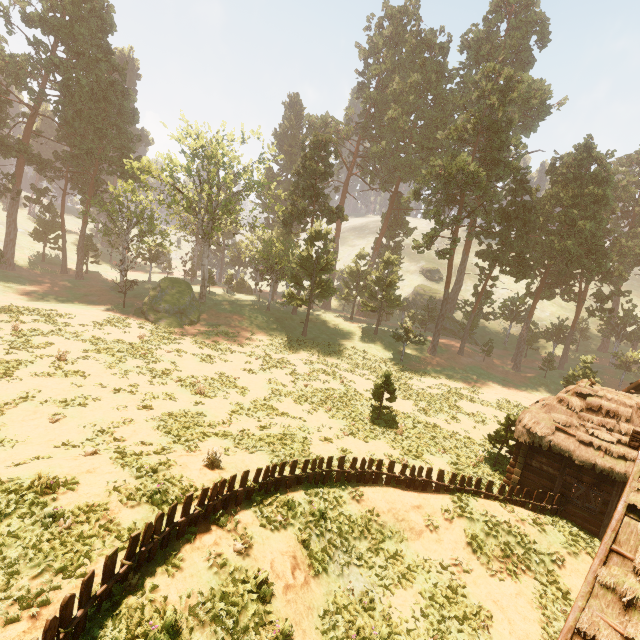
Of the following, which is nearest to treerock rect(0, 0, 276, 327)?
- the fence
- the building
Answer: the building

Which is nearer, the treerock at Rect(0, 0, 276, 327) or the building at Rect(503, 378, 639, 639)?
the building at Rect(503, 378, 639, 639)

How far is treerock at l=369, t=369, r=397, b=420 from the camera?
21.53m

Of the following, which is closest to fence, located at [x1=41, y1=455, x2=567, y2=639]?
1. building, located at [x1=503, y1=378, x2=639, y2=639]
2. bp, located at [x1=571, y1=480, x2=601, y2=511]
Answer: building, located at [x1=503, y1=378, x2=639, y2=639]

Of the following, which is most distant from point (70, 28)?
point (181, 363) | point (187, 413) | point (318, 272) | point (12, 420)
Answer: point (187, 413)

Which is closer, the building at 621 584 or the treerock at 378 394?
the building at 621 584

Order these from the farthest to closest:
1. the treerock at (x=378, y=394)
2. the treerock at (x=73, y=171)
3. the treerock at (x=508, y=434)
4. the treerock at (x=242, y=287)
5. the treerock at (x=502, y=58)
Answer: the treerock at (x=242, y=287) < the treerock at (x=502, y=58) < the treerock at (x=73, y=171) < the treerock at (x=378, y=394) < the treerock at (x=508, y=434)
